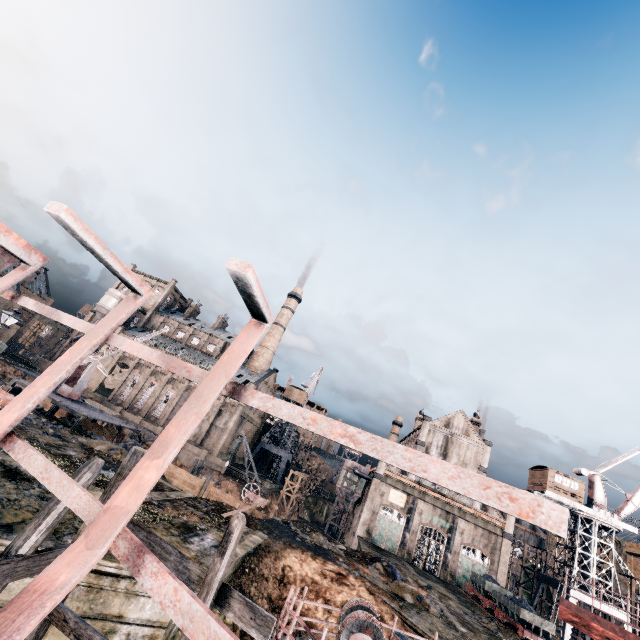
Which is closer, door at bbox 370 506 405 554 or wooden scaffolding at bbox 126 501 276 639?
wooden scaffolding at bbox 126 501 276 639

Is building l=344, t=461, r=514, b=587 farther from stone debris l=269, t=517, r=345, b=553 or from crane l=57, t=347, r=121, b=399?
crane l=57, t=347, r=121, b=399

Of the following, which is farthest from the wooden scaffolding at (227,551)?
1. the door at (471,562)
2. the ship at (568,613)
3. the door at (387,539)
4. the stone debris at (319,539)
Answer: the door at (471,562)

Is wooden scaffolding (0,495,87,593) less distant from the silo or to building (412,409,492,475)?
building (412,409,492,475)

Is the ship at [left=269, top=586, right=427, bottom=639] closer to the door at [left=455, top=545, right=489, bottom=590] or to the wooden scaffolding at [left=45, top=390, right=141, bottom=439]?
the wooden scaffolding at [left=45, top=390, right=141, bottom=439]

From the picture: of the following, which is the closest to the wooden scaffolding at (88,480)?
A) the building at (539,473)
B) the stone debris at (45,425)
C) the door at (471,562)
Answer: the stone debris at (45,425)

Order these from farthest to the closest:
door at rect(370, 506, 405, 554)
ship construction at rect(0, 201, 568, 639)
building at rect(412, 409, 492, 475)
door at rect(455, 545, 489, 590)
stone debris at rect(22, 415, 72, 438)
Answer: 1. building at rect(412, 409, 492, 475)
2. door at rect(370, 506, 405, 554)
3. door at rect(455, 545, 489, 590)
4. stone debris at rect(22, 415, 72, 438)
5. ship construction at rect(0, 201, 568, 639)

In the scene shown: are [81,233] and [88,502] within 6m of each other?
yes
